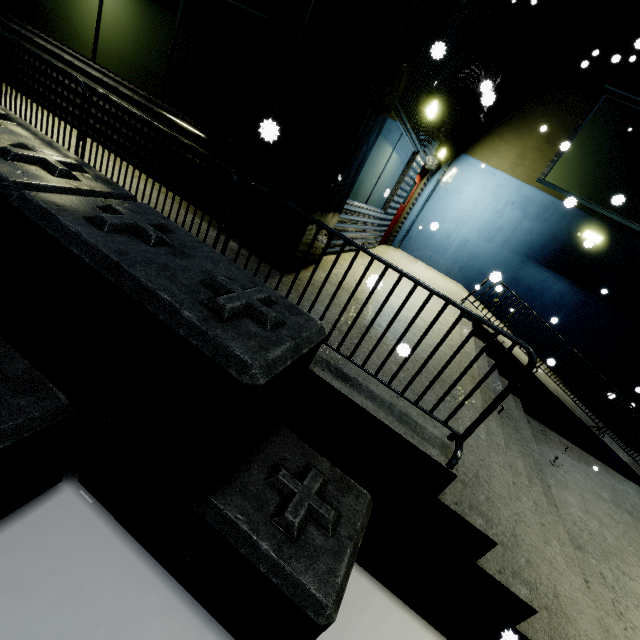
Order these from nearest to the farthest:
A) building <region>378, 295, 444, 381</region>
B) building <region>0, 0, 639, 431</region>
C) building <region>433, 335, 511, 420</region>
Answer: building <region>378, 295, 444, 381</region>
building <region>433, 335, 511, 420</region>
building <region>0, 0, 639, 431</region>

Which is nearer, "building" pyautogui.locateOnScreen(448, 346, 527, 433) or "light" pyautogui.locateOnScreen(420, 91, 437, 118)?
"building" pyautogui.locateOnScreen(448, 346, 527, 433)

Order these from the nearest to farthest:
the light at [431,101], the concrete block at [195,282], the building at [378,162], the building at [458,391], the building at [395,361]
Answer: the concrete block at [195,282]
the building at [395,361]
the building at [458,391]
the building at [378,162]
the light at [431,101]

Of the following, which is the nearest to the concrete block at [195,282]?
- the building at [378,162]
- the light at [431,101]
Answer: the building at [378,162]

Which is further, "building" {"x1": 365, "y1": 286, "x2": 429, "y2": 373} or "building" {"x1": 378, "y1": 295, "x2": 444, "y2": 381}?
"building" {"x1": 365, "y1": 286, "x2": 429, "y2": 373}

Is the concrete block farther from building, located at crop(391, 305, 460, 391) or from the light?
the light

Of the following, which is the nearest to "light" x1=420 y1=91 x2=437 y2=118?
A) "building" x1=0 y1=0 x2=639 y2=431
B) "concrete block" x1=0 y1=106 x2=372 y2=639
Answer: "building" x1=0 y1=0 x2=639 y2=431

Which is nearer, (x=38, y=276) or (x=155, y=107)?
(x=38, y=276)
